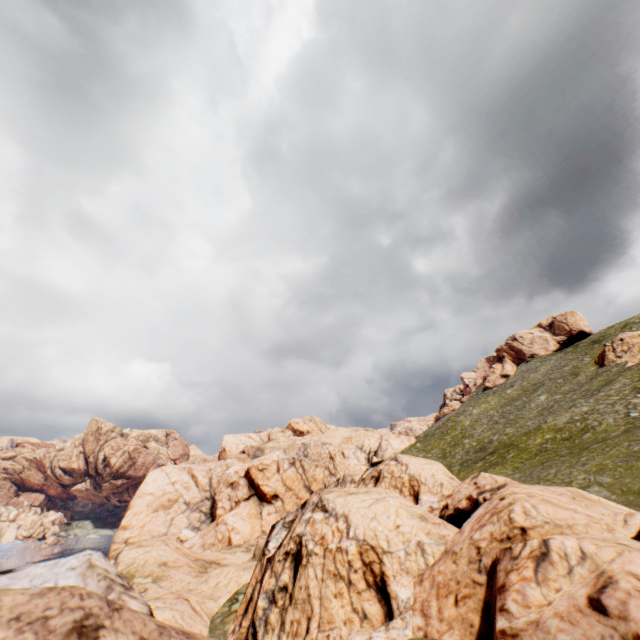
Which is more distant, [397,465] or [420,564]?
[397,465]
